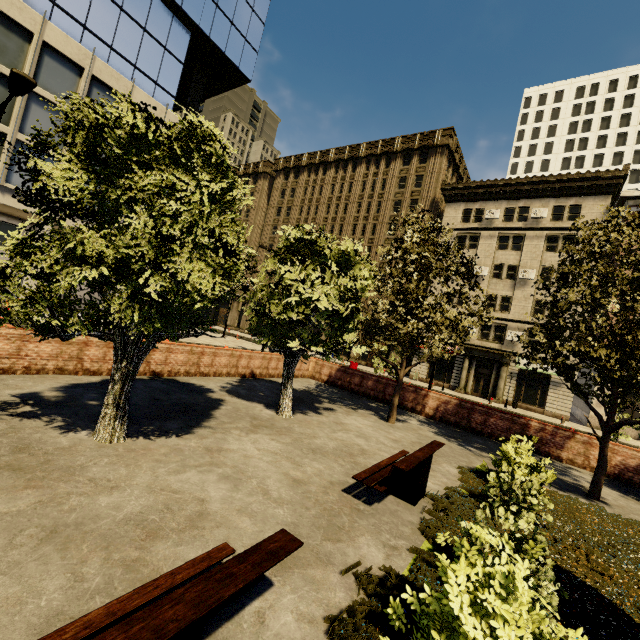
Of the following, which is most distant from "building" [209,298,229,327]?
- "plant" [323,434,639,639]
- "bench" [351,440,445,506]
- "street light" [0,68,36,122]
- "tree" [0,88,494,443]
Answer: "plant" [323,434,639,639]

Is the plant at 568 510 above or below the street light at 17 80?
below

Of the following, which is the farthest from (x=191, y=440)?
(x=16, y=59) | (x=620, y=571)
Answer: (x=16, y=59)

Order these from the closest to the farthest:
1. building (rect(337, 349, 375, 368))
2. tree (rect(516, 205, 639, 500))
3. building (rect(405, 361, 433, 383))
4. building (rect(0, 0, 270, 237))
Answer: tree (rect(516, 205, 639, 500)) → building (rect(0, 0, 270, 237)) → building (rect(405, 361, 433, 383)) → building (rect(337, 349, 375, 368))

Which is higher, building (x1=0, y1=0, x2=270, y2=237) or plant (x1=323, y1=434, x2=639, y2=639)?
building (x1=0, y1=0, x2=270, y2=237)

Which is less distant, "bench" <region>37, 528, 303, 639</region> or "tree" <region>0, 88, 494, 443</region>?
"bench" <region>37, 528, 303, 639</region>

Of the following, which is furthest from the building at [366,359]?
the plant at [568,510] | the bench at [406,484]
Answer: the plant at [568,510]
